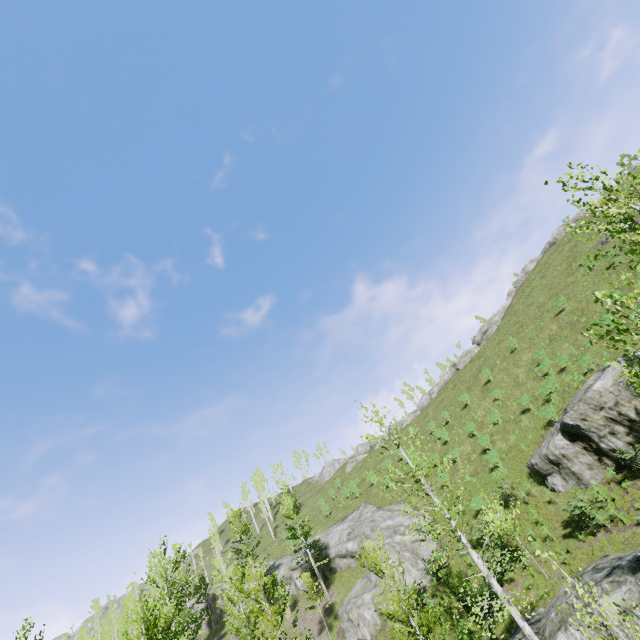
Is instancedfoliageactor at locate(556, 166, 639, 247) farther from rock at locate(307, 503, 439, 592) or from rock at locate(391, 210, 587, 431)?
rock at locate(391, 210, 587, 431)

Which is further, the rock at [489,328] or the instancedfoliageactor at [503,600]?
the rock at [489,328]

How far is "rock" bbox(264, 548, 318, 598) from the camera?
31.2m

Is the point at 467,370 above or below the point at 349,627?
above

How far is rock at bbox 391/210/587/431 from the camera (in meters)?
50.84

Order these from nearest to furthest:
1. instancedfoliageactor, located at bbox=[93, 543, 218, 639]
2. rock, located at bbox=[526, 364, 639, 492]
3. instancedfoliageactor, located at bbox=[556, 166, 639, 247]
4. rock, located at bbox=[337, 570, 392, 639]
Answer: instancedfoliageactor, located at bbox=[556, 166, 639, 247] → instancedfoliageactor, located at bbox=[93, 543, 218, 639] → rock, located at bbox=[526, 364, 639, 492] → rock, located at bbox=[337, 570, 392, 639]

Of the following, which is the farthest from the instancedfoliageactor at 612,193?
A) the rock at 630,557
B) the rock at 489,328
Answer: the rock at 489,328
